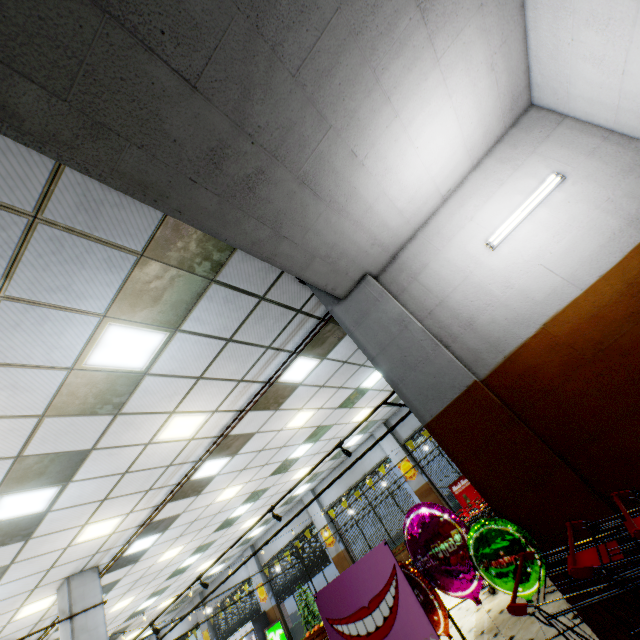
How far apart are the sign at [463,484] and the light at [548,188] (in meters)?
10.87

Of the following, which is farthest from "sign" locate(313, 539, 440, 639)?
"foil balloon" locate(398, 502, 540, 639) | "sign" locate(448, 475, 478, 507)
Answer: "sign" locate(448, 475, 478, 507)

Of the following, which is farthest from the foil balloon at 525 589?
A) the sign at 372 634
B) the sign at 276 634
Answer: the sign at 276 634

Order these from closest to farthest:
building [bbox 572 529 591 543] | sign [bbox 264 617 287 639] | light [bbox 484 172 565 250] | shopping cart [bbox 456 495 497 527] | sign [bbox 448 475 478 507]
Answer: building [bbox 572 529 591 543]
light [bbox 484 172 565 250]
shopping cart [bbox 456 495 497 527]
sign [bbox 448 475 478 507]
sign [bbox 264 617 287 639]

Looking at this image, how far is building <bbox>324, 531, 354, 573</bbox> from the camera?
13.78m

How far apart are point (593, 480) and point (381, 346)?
2.1m

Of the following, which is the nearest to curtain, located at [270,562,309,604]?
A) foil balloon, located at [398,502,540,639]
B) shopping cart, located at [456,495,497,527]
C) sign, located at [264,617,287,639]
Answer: sign, located at [264,617,287,639]

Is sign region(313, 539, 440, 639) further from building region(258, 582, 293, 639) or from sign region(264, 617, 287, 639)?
sign region(264, 617, 287, 639)
